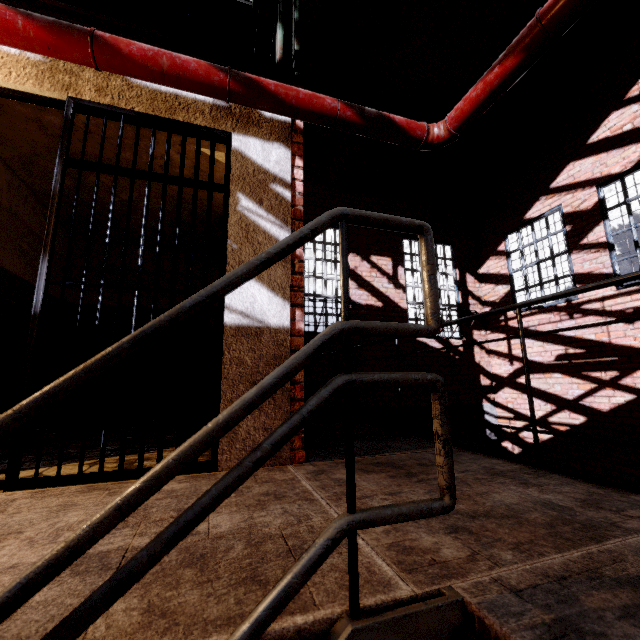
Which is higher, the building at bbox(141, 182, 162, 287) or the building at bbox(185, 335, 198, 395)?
the building at bbox(141, 182, 162, 287)

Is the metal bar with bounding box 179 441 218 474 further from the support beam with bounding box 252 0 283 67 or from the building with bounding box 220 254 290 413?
the support beam with bounding box 252 0 283 67

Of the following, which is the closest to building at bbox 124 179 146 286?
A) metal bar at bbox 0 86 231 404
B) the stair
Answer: metal bar at bbox 0 86 231 404

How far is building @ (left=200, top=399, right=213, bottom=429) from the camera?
4.5m

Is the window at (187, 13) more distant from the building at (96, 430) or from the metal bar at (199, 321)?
the metal bar at (199, 321)

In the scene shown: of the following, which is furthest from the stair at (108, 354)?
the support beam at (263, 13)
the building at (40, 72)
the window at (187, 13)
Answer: the window at (187, 13)

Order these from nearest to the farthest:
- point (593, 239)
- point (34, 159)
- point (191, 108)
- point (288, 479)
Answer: point (288, 479)
point (191, 108)
point (34, 159)
point (593, 239)
